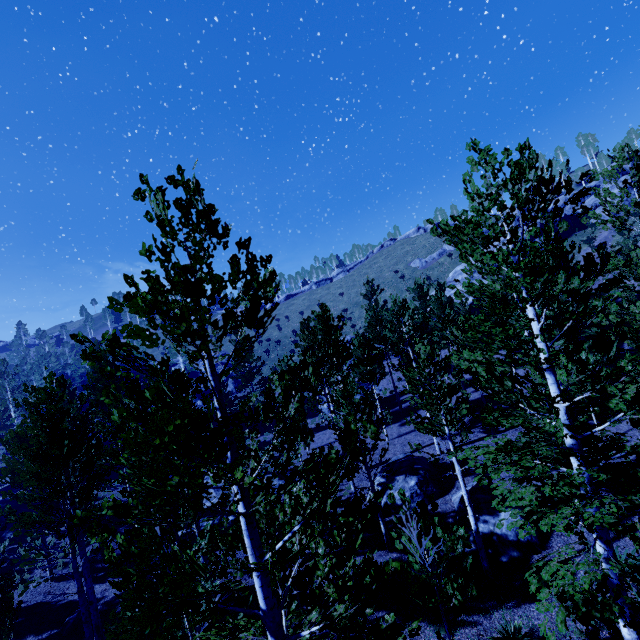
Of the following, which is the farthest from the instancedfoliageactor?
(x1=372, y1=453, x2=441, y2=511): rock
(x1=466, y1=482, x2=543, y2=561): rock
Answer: (x1=466, y1=482, x2=543, y2=561): rock

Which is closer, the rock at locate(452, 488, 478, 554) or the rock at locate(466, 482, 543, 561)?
the rock at locate(466, 482, 543, 561)

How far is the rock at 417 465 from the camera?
15.6m

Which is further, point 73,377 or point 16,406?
point 73,377

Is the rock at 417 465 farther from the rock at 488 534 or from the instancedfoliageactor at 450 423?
the instancedfoliageactor at 450 423

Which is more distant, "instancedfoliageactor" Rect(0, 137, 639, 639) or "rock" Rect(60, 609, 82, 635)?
"rock" Rect(60, 609, 82, 635)

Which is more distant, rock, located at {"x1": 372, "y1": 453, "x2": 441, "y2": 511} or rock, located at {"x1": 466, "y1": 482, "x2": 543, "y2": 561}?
rock, located at {"x1": 372, "y1": 453, "x2": 441, "y2": 511}

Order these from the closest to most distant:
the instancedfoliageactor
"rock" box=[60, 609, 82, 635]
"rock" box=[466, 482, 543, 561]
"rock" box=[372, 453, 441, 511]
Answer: the instancedfoliageactor < "rock" box=[466, 482, 543, 561] < "rock" box=[60, 609, 82, 635] < "rock" box=[372, 453, 441, 511]
